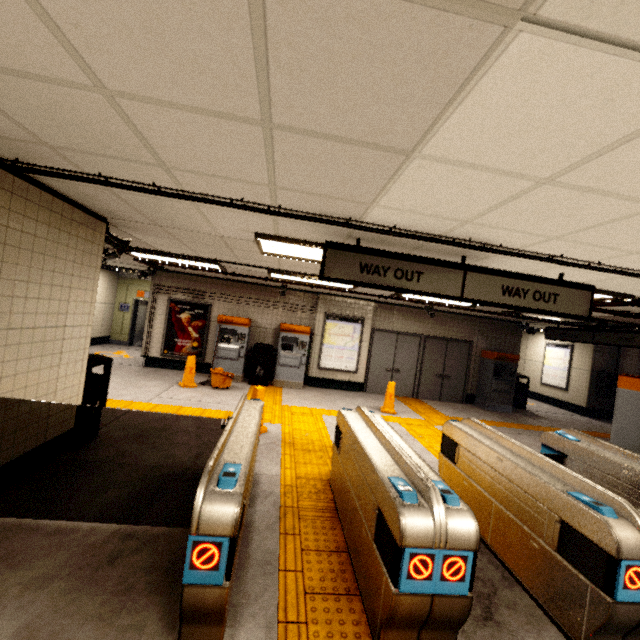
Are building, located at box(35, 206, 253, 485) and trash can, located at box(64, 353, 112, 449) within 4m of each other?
yes

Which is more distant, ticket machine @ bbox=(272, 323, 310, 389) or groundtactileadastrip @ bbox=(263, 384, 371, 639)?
ticket machine @ bbox=(272, 323, 310, 389)

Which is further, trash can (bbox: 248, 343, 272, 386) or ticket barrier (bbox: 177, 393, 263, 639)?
trash can (bbox: 248, 343, 272, 386)

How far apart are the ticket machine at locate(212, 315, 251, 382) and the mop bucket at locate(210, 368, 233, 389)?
0.7 meters

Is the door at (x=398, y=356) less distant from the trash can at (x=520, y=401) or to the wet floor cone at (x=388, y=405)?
the wet floor cone at (x=388, y=405)

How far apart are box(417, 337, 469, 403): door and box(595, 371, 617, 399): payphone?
4.9 meters

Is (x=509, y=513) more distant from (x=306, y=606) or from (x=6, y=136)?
(x=6, y=136)

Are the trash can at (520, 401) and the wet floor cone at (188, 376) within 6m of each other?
no
